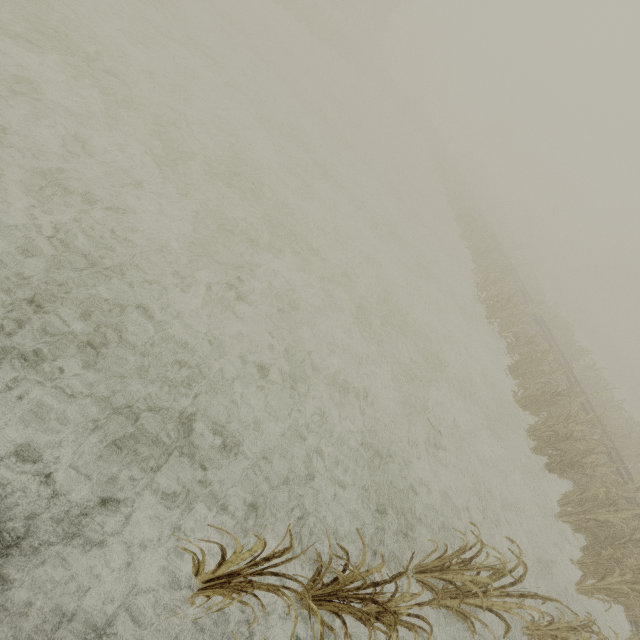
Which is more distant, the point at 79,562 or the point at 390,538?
the point at 390,538
